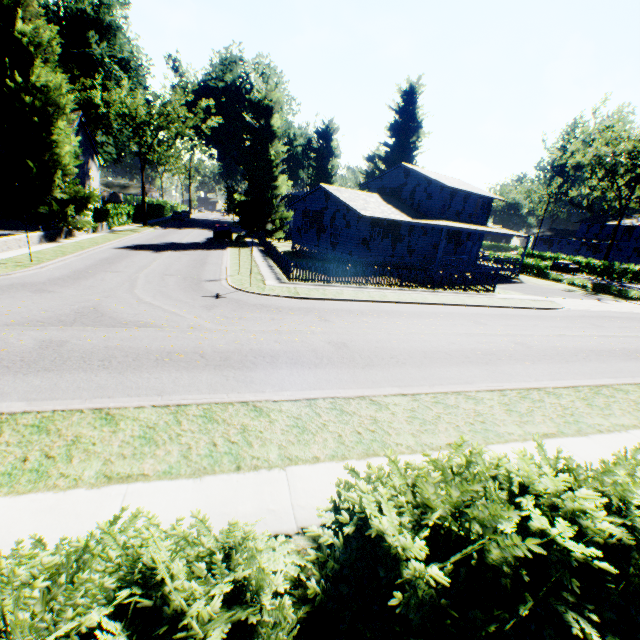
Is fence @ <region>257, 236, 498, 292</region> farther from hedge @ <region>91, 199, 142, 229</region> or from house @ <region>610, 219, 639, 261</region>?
house @ <region>610, 219, 639, 261</region>

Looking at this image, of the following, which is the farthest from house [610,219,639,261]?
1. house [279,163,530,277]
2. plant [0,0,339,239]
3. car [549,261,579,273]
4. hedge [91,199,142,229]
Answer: hedge [91,199,142,229]

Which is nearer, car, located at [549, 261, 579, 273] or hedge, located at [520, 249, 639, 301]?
hedge, located at [520, 249, 639, 301]

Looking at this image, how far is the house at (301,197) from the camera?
27.42m

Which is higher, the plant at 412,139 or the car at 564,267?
the plant at 412,139

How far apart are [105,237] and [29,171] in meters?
6.9

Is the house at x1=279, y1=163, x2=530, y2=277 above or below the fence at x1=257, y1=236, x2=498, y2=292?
above

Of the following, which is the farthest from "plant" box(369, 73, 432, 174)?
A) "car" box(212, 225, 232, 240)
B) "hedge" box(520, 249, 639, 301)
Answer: "hedge" box(520, 249, 639, 301)
